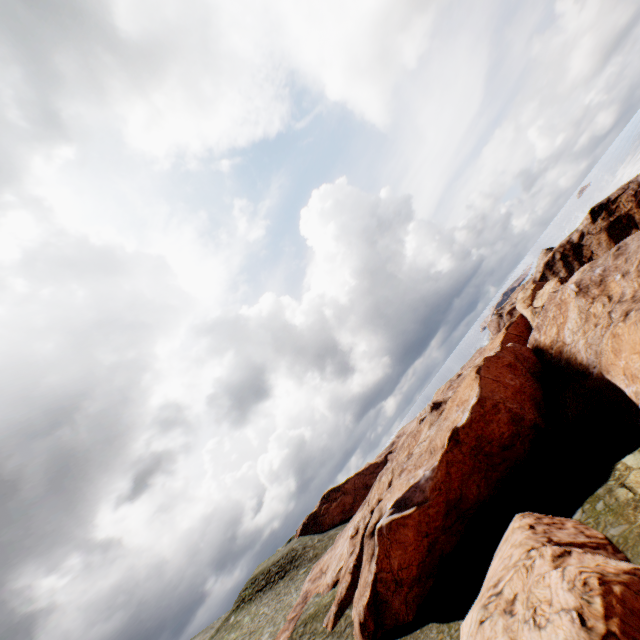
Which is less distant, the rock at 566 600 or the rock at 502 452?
the rock at 566 600

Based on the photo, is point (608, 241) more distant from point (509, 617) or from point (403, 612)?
point (509, 617)

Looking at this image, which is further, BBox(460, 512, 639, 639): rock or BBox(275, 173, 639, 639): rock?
BBox(275, 173, 639, 639): rock
